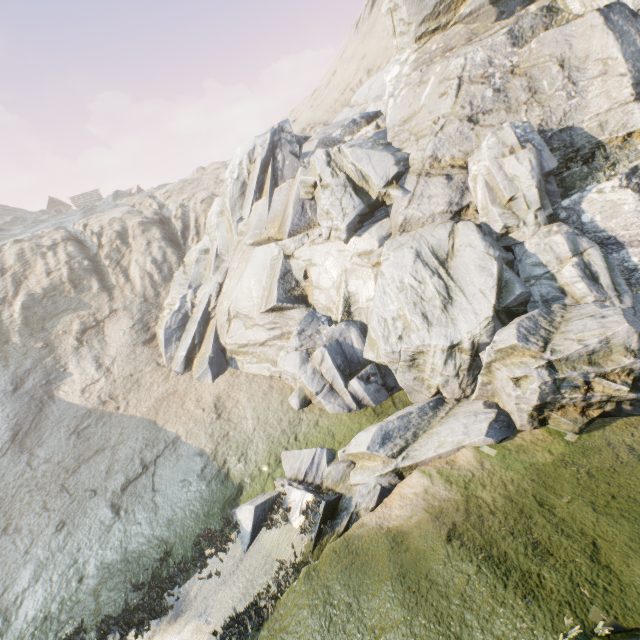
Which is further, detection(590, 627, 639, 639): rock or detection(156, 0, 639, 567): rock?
detection(156, 0, 639, 567): rock

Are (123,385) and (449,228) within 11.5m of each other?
no

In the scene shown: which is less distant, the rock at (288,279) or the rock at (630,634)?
the rock at (630,634)
